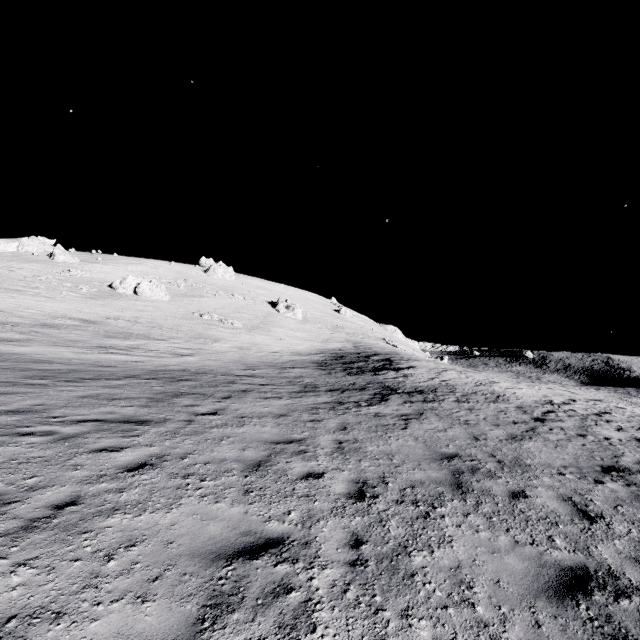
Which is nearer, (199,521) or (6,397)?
(199,521)

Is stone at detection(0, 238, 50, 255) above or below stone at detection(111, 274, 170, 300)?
above

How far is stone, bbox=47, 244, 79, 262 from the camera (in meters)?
53.09

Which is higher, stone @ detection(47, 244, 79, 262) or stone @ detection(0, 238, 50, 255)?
stone @ detection(0, 238, 50, 255)

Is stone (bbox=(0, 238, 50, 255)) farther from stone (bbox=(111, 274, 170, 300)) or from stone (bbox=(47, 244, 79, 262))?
stone (bbox=(111, 274, 170, 300))

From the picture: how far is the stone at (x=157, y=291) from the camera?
44.0 meters

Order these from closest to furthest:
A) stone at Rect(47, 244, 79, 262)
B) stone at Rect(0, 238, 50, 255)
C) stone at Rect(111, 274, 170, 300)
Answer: stone at Rect(111, 274, 170, 300) < stone at Rect(47, 244, 79, 262) < stone at Rect(0, 238, 50, 255)

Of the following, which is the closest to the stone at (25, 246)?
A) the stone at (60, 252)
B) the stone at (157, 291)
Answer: the stone at (60, 252)
